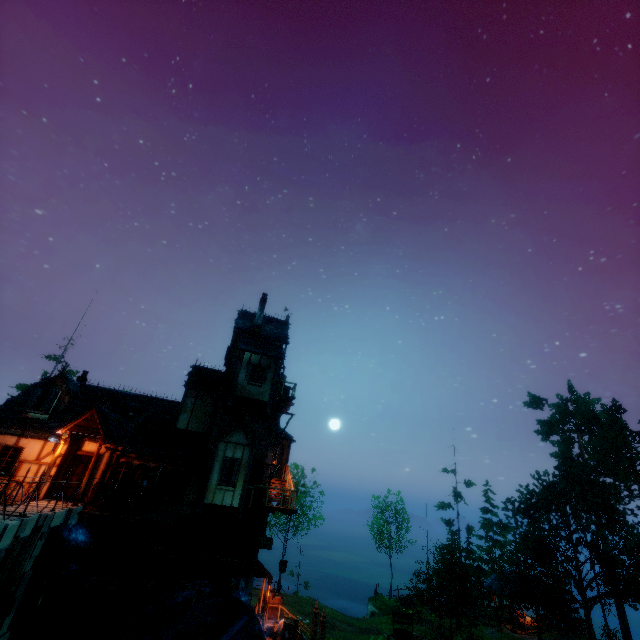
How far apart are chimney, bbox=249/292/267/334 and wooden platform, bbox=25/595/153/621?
14.8m

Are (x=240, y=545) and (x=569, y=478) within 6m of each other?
no

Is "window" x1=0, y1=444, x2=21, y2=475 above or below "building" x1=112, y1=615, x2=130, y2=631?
above

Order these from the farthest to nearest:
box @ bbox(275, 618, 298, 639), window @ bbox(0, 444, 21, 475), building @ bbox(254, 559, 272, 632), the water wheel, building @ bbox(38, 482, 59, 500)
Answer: building @ bbox(254, 559, 272, 632), box @ bbox(275, 618, 298, 639), window @ bbox(0, 444, 21, 475), building @ bbox(38, 482, 59, 500), the water wheel

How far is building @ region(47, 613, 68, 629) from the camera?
13.3 meters

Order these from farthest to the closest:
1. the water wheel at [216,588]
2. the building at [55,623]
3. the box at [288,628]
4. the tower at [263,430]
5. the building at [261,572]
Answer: the building at [261,572] < the tower at [263,430] < the box at [288,628] < the building at [55,623] < the water wheel at [216,588]

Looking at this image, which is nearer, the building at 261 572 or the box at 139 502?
the box at 139 502

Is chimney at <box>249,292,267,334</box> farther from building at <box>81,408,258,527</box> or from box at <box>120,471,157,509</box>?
box at <box>120,471,157,509</box>
